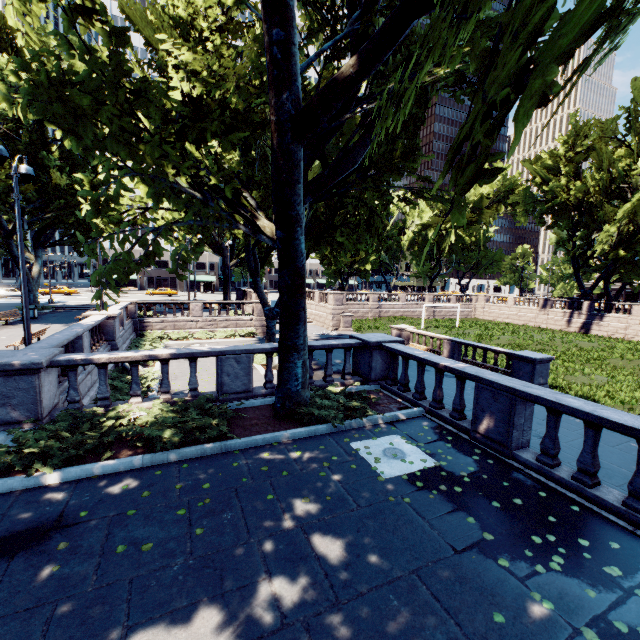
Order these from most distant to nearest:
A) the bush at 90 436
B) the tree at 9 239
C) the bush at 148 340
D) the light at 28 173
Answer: the bush at 148 340, the tree at 9 239, the light at 28 173, the bush at 90 436

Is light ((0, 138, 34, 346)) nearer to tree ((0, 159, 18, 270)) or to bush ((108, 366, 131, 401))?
bush ((108, 366, 131, 401))

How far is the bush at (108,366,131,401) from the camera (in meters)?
12.00

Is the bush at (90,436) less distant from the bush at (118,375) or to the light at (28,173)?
the bush at (118,375)

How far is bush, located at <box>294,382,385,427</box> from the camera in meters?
8.0

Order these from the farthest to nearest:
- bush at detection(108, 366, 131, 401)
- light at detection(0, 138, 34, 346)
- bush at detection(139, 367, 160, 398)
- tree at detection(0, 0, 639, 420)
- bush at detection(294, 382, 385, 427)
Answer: bush at detection(139, 367, 160, 398) → bush at detection(108, 366, 131, 401) → light at detection(0, 138, 34, 346) → bush at detection(294, 382, 385, 427) → tree at detection(0, 0, 639, 420)

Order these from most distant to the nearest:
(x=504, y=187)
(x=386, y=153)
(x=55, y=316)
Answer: (x=504, y=187) → (x=55, y=316) → (x=386, y=153)

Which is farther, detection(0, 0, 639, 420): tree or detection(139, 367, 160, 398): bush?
detection(139, 367, 160, 398): bush
